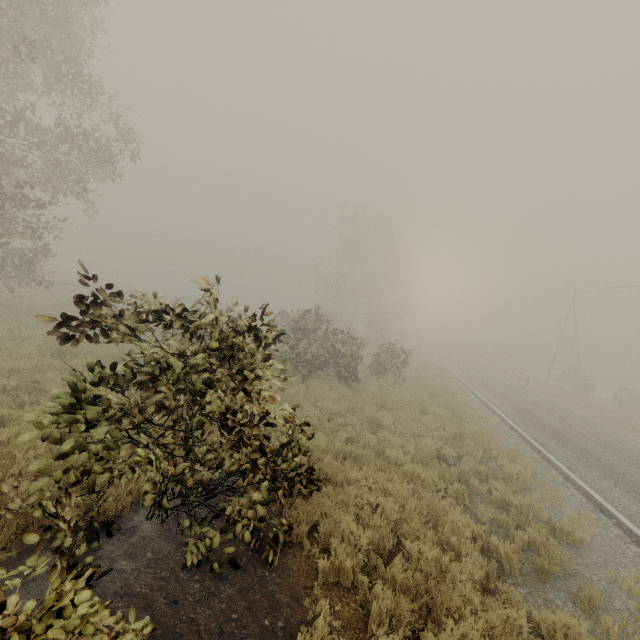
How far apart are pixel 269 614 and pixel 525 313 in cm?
6597
